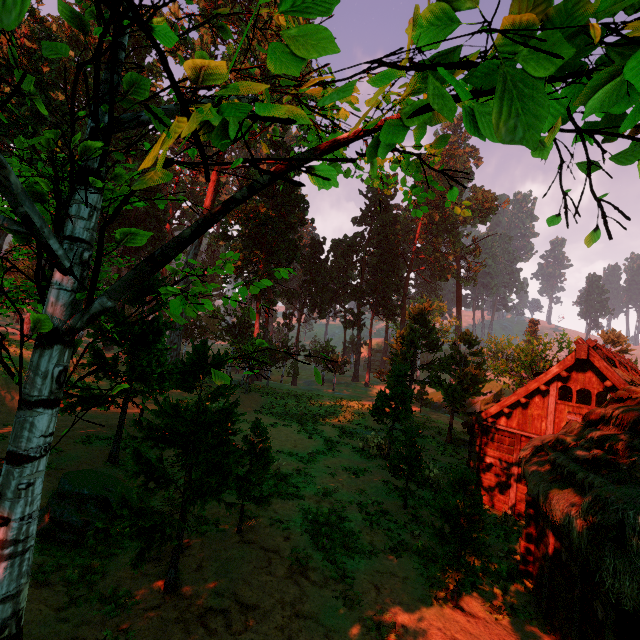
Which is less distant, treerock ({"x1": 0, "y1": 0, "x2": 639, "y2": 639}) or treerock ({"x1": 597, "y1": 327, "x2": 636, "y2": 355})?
treerock ({"x1": 0, "y1": 0, "x2": 639, "y2": 639})

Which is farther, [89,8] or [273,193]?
[273,193]

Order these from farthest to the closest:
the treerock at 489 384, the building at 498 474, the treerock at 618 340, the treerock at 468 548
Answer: the treerock at 618 340
the treerock at 468 548
the building at 498 474
the treerock at 489 384

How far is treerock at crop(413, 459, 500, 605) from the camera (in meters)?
8.44

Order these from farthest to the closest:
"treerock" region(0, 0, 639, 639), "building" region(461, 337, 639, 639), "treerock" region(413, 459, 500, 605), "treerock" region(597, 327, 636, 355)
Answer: "treerock" region(597, 327, 636, 355) < "treerock" region(413, 459, 500, 605) < "building" region(461, 337, 639, 639) < "treerock" region(0, 0, 639, 639)

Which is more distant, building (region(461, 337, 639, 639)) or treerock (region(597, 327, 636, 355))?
treerock (region(597, 327, 636, 355))

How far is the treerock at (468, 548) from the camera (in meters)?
8.44
